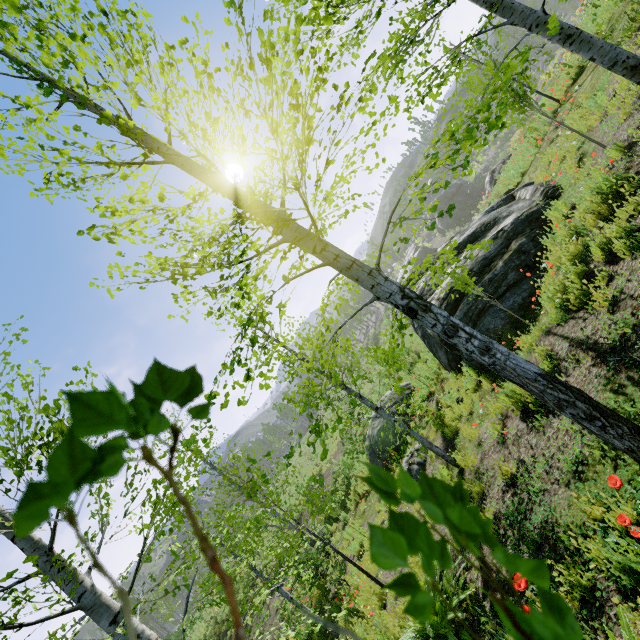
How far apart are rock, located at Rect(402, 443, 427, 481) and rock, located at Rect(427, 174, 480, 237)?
49.1m

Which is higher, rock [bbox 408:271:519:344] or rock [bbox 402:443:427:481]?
rock [bbox 408:271:519:344]

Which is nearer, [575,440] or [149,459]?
[149,459]

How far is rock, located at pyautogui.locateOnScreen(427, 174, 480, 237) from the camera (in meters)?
50.22

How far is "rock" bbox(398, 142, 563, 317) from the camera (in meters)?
7.52

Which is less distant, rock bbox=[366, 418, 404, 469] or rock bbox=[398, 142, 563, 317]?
rock bbox=[398, 142, 563, 317]

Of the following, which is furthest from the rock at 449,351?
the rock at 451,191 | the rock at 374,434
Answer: the rock at 451,191

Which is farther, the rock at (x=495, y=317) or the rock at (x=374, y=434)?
the rock at (x=374, y=434)
